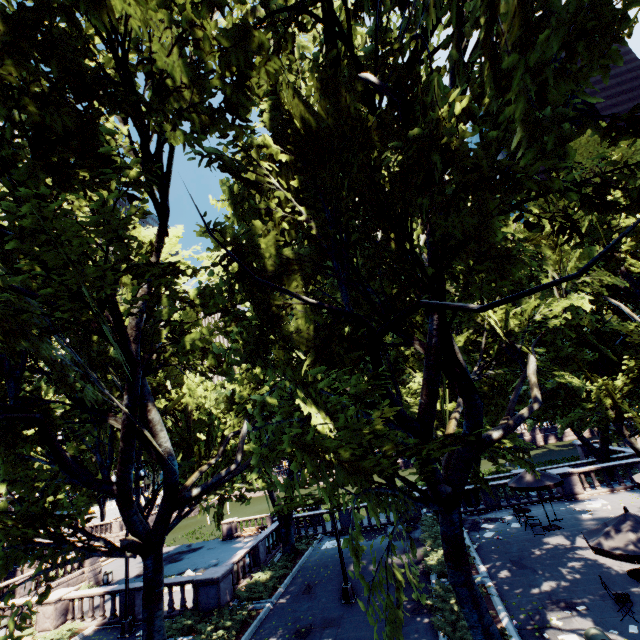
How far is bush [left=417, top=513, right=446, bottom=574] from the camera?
15.1m

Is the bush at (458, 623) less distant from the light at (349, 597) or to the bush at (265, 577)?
the light at (349, 597)

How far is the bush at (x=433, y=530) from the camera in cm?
1506

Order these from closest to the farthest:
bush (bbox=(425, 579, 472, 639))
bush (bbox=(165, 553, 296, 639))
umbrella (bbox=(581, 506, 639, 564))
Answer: umbrella (bbox=(581, 506, 639, 564))
bush (bbox=(425, 579, 472, 639))
bush (bbox=(165, 553, 296, 639))

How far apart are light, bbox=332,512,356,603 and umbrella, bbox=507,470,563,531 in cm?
1022

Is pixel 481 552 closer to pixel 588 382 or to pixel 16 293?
pixel 588 382

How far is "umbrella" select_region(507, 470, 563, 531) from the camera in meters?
17.0 m

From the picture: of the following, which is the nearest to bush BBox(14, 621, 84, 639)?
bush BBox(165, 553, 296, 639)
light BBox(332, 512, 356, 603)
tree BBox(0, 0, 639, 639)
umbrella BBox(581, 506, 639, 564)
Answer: bush BBox(165, 553, 296, 639)
